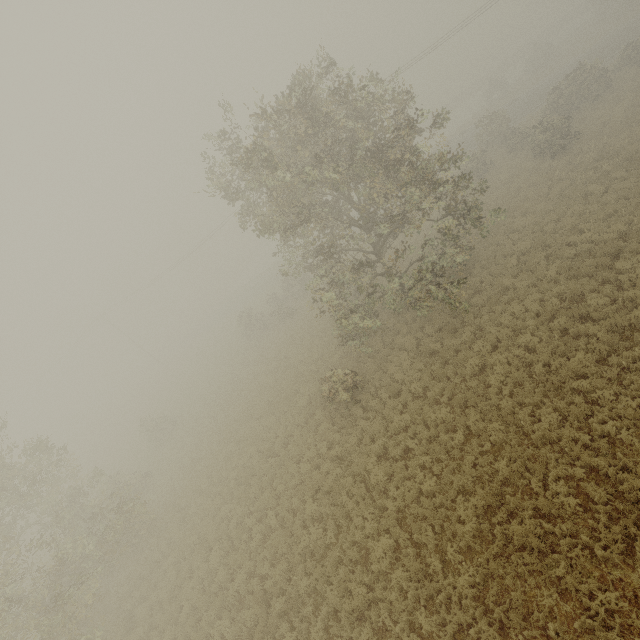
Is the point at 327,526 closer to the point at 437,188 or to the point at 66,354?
the point at 437,188

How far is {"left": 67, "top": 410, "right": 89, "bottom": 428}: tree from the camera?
56.70m

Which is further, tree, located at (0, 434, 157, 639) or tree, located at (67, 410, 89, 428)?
tree, located at (67, 410, 89, 428)

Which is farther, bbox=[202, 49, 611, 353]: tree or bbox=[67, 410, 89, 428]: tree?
bbox=[67, 410, 89, 428]: tree

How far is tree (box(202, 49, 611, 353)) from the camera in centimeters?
1279cm

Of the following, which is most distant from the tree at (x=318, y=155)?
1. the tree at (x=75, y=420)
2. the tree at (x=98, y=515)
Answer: the tree at (x=75, y=420)

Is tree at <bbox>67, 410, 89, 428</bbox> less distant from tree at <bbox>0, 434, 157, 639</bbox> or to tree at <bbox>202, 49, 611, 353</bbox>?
tree at <bbox>0, 434, 157, 639</bbox>
